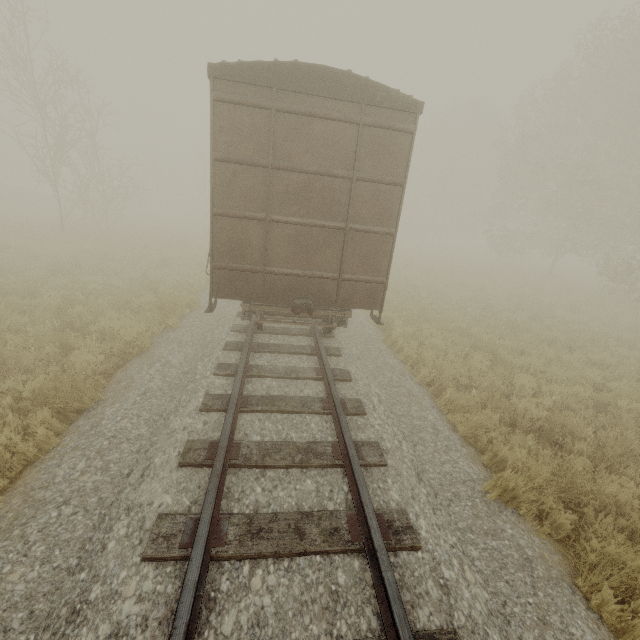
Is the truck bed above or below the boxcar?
below

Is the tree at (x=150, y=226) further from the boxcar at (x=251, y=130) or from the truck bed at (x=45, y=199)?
the truck bed at (x=45, y=199)

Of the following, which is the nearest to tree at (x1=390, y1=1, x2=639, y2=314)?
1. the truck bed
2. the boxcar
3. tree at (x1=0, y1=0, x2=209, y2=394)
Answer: the boxcar

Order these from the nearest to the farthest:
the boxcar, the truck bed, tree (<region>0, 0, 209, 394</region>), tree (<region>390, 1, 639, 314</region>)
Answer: the boxcar
tree (<region>0, 0, 209, 394</region>)
tree (<region>390, 1, 639, 314</region>)
the truck bed

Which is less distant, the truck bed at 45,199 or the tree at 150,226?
the tree at 150,226

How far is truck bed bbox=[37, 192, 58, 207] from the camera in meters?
36.7

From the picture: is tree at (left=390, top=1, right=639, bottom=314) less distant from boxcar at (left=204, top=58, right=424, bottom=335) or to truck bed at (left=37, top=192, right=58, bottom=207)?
boxcar at (left=204, top=58, right=424, bottom=335)

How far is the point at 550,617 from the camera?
2.8 meters
